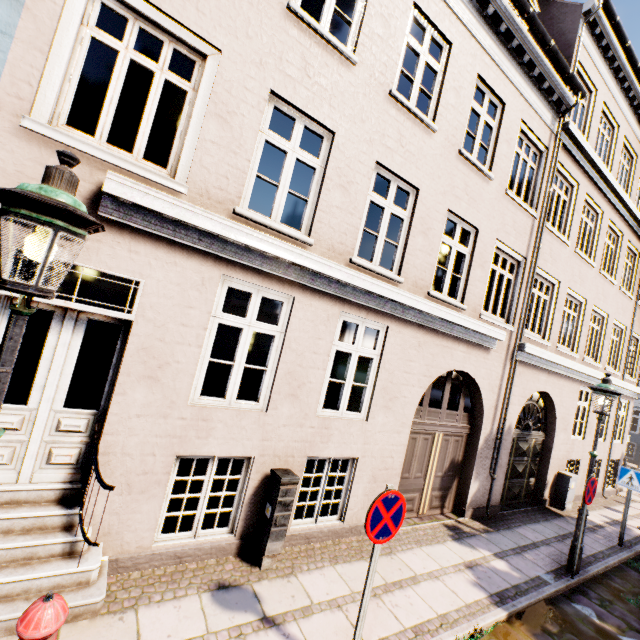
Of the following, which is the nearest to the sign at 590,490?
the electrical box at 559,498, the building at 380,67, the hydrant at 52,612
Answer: the electrical box at 559,498

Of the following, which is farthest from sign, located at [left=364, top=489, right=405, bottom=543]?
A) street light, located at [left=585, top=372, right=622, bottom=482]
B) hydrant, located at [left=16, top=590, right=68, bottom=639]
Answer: street light, located at [left=585, top=372, right=622, bottom=482]

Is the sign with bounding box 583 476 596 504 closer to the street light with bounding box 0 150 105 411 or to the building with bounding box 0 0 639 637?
the street light with bounding box 0 150 105 411

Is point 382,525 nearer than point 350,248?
Yes

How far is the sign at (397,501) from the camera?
3.2m

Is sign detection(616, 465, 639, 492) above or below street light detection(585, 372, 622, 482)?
below

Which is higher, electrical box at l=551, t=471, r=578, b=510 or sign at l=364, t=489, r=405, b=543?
sign at l=364, t=489, r=405, b=543

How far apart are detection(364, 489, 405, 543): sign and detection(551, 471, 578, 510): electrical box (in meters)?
9.52
